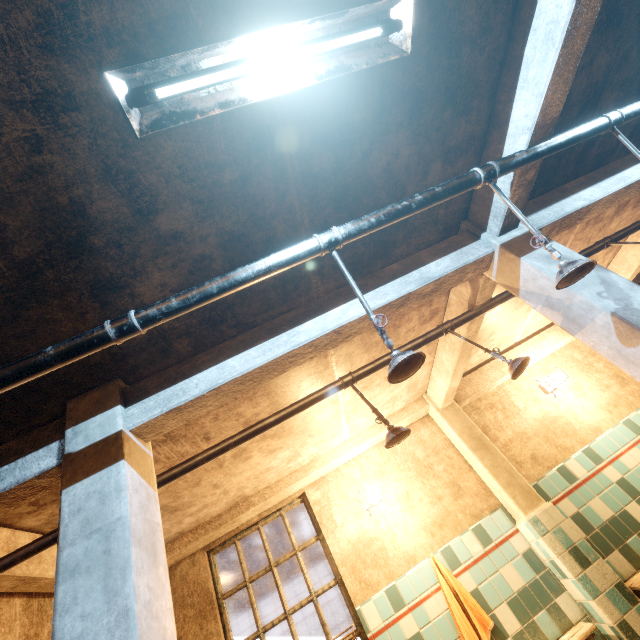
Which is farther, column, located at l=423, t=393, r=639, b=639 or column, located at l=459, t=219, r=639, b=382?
column, located at l=423, t=393, r=639, b=639

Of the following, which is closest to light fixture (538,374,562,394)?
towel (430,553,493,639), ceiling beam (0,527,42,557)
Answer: towel (430,553,493,639)

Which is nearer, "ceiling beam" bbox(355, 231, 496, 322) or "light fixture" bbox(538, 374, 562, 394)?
"ceiling beam" bbox(355, 231, 496, 322)

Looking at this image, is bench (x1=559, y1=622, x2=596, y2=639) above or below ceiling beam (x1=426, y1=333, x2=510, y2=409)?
below

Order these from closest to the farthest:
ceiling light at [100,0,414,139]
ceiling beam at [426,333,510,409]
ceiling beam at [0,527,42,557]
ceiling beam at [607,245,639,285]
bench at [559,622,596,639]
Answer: ceiling light at [100,0,414,139]
ceiling beam at [0,527,42,557]
bench at [559,622,596,639]
ceiling beam at [426,333,510,409]
ceiling beam at [607,245,639,285]

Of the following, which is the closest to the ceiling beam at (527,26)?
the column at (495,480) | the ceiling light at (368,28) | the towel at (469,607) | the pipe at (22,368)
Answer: the pipe at (22,368)

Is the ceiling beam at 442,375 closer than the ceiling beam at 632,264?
Yes

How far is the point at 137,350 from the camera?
1.87m
